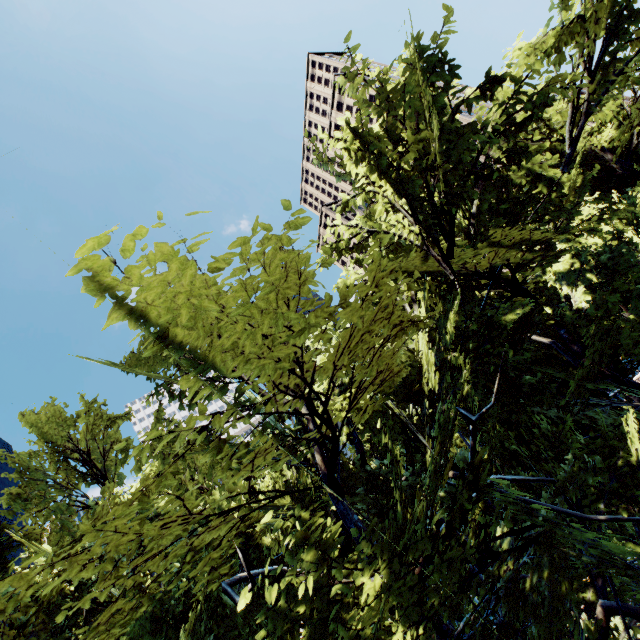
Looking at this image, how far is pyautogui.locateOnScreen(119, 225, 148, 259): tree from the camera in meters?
2.3 m

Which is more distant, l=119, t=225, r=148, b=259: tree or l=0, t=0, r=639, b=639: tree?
l=0, t=0, r=639, b=639: tree

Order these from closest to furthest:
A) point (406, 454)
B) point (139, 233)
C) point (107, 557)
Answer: point (139, 233)
point (406, 454)
point (107, 557)

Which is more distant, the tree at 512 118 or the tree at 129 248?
the tree at 512 118

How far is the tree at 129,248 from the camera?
2.3m
